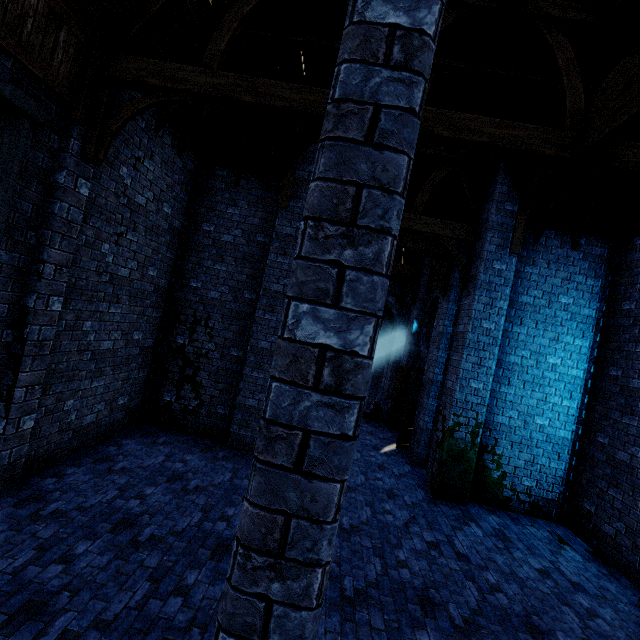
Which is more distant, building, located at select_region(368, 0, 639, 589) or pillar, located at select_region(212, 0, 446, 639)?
building, located at select_region(368, 0, 639, 589)

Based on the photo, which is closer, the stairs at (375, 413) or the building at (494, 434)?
the building at (494, 434)

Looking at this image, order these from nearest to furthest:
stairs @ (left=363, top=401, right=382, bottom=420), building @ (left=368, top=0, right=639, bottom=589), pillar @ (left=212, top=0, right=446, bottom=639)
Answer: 1. pillar @ (left=212, top=0, right=446, bottom=639)
2. building @ (left=368, top=0, right=639, bottom=589)
3. stairs @ (left=363, top=401, right=382, bottom=420)

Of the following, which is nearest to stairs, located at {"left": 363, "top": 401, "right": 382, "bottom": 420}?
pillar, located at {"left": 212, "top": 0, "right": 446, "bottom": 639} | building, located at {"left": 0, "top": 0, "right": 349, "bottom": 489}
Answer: building, located at {"left": 0, "top": 0, "right": 349, "bottom": 489}

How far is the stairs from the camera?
13.65m

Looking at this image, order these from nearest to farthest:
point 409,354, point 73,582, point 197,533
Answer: point 73,582
point 197,533
point 409,354
